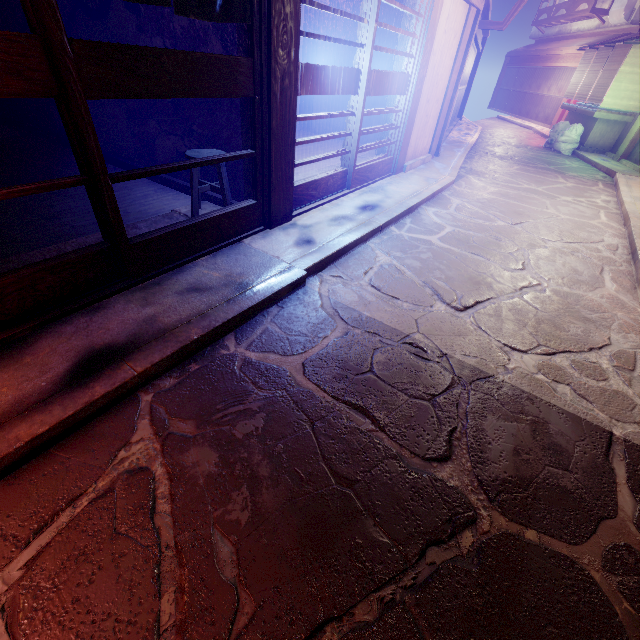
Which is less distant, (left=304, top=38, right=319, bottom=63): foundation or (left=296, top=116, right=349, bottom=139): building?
(left=304, top=38, right=319, bottom=63): foundation

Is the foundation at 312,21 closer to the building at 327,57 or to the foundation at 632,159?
the building at 327,57

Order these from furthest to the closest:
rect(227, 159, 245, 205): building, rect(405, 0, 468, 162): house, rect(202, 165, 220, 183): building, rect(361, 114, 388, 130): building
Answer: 1. rect(361, 114, 388, 130): building
2. rect(405, 0, 468, 162): house
3. rect(202, 165, 220, 183): building
4. rect(227, 159, 245, 205): building

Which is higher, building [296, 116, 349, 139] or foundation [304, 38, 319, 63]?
foundation [304, 38, 319, 63]

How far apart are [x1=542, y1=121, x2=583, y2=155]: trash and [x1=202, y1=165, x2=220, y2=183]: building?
25.0 meters

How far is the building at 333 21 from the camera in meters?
14.3 m

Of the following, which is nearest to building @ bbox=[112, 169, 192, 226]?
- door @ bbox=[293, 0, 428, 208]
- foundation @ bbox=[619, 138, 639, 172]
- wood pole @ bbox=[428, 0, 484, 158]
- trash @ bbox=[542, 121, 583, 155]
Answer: door @ bbox=[293, 0, 428, 208]

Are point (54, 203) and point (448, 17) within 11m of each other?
no
